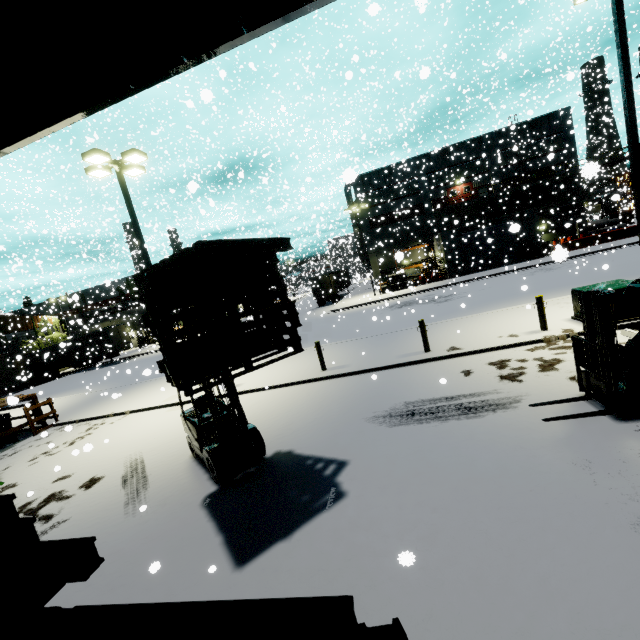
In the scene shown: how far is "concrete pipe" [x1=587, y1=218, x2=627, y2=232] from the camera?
39.2m

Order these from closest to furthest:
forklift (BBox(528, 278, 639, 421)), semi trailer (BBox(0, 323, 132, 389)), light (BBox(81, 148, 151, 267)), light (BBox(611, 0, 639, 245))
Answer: forklift (BBox(528, 278, 639, 421)) → light (BBox(611, 0, 639, 245)) → light (BBox(81, 148, 151, 267)) → semi trailer (BBox(0, 323, 132, 389))

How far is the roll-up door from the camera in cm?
3191

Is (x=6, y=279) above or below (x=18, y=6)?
above

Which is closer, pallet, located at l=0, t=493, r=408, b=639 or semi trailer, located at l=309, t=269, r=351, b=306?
pallet, located at l=0, t=493, r=408, b=639

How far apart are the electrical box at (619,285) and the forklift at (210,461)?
10.3 meters

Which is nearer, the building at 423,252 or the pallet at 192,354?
the pallet at 192,354

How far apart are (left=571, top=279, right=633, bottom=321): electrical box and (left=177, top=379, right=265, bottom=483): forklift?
10.26m
